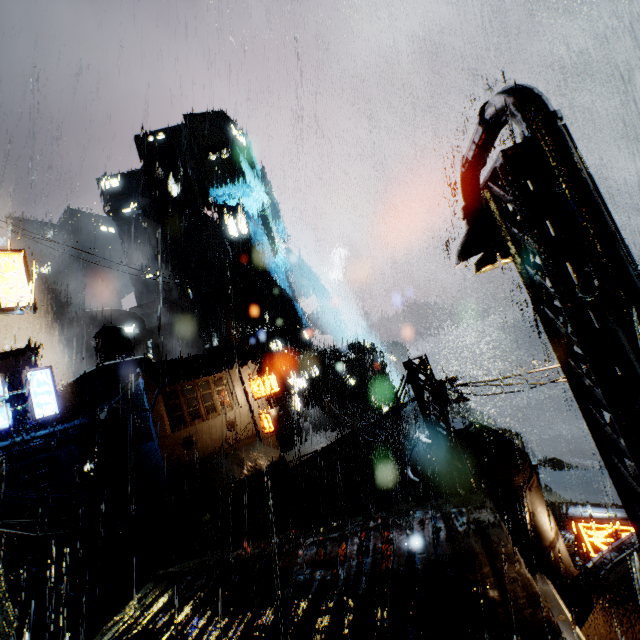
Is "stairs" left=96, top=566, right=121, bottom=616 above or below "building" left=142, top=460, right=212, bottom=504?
below

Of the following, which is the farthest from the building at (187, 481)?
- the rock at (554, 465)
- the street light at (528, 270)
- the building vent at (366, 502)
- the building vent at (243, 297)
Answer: the rock at (554, 465)

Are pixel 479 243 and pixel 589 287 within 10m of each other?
yes

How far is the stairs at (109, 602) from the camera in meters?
20.1

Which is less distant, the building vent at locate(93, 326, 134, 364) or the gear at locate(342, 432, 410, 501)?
the building vent at locate(93, 326, 134, 364)

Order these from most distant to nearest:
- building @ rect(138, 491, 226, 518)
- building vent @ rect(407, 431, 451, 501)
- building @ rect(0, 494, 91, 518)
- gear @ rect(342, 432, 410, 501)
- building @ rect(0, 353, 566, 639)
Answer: gear @ rect(342, 432, 410, 501) < building @ rect(0, 494, 91, 518) < building @ rect(138, 491, 226, 518) < building vent @ rect(407, 431, 451, 501) < building @ rect(0, 353, 566, 639)

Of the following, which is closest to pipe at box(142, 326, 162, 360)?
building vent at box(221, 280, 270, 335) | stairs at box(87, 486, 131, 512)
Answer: building vent at box(221, 280, 270, 335)

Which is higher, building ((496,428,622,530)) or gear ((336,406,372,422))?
gear ((336,406,372,422))
